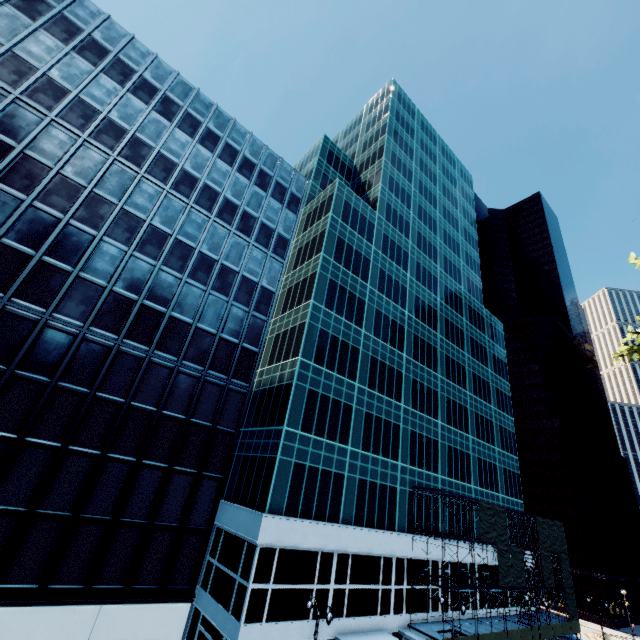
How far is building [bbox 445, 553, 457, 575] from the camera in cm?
3646

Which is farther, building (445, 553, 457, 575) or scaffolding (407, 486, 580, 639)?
building (445, 553, 457, 575)

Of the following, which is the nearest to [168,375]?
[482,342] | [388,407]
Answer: [388,407]

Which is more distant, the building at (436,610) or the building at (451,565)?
the building at (451,565)

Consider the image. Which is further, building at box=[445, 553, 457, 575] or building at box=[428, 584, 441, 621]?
building at box=[445, 553, 457, 575]

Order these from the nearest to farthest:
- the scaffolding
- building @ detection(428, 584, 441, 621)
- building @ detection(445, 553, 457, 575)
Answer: the scaffolding → building @ detection(428, 584, 441, 621) → building @ detection(445, 553, 457, 575)

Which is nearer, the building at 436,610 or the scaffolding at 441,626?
the scaffolding at 441,626
